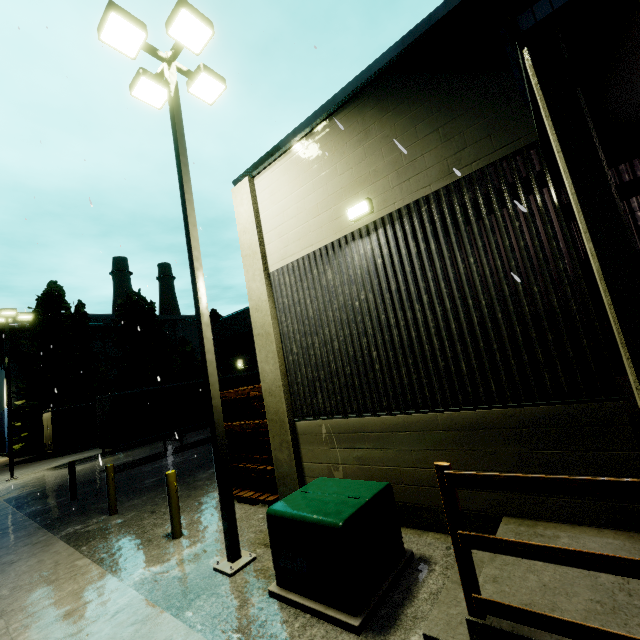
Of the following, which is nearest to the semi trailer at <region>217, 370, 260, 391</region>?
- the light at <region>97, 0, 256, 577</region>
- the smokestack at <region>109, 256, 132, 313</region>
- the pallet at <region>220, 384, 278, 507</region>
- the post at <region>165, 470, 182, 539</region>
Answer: the pallet at <region>220, 384, 278, 507</region>

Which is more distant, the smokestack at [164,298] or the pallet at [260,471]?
the smokestack at [164,298]

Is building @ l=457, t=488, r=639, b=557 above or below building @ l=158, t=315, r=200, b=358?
below

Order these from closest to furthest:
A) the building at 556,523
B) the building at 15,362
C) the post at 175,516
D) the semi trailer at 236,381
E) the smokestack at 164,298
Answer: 1. the building at 556,523
2. the post at 175,516
3. the semi trailer at 236,381
4. the building at 15,362
5. the smokestack at 164,298

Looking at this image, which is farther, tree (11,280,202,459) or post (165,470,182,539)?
tree (11,280,202,459)

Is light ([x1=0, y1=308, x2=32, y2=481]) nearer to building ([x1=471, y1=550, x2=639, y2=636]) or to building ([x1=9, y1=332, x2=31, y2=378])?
building ([x1=471, y1=550, x2=639, y2=636])

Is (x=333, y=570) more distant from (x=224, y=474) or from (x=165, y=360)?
(x=165, y=360)

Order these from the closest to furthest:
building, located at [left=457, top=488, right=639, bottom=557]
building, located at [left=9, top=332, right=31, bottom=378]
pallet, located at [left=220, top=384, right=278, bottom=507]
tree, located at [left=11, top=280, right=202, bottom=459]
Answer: building, located at [left=457, top=488, right=639, bottom=557], pallet, located at [left=220, top=384, right=278, bottom=507], tree, located at [left=11, top=280, right=202, bottom=459], building, located at [left=9, top=332, right=31, bottom=378]
